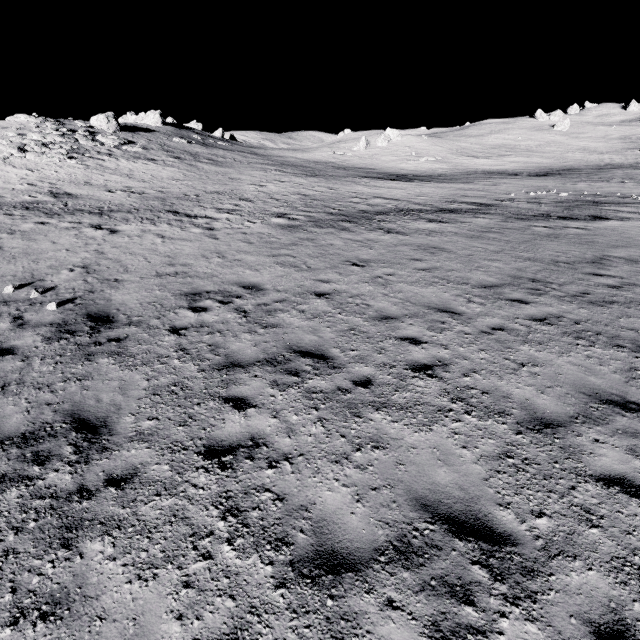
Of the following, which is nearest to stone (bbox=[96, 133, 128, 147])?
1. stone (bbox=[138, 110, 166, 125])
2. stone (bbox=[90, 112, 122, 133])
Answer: stone (bbox=[90, 112, 122, 133])

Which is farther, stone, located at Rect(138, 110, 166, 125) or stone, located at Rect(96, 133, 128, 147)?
stone, located at Rect(138, 110, 166, 125)

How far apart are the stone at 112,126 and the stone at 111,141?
6.1m

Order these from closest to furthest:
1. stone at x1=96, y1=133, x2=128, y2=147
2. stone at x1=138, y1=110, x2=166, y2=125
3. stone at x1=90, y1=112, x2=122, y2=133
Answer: stone at x1=96, y1=133, x2=128, y2=147 → stone at x1=90, y1=112, x2=122, y2=133 → stone at x1=138, y1=110, x2=166, y2=125

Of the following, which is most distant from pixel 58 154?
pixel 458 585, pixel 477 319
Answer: pixel 458 585

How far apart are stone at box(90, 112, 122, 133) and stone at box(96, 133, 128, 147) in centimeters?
609cm

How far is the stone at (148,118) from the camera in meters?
56.9

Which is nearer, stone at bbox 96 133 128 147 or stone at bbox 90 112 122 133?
stone at bbox 96 133 128 147
